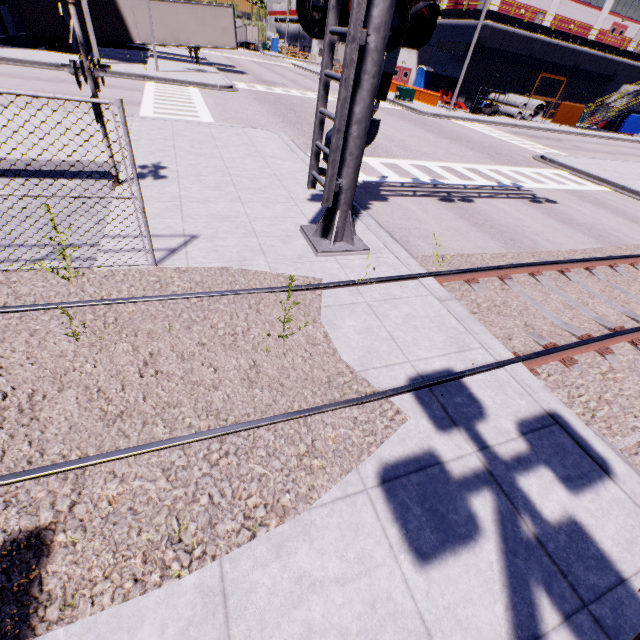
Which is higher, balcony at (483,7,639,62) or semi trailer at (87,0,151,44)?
balcony at (483,7,639,62)

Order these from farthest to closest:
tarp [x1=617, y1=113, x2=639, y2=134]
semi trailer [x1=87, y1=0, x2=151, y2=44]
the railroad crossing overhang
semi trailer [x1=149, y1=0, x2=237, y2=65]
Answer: tarp [x1=617, y1=113, x2=639, y2=134] → semi trailer [x1=149, y1=0, x2=237, y2=65] → semi trailer [x1=87, y1=0, x2=151, y2=44] → the railroad crossing overhang

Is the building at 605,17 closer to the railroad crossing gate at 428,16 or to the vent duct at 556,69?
the vent duct at 556,69

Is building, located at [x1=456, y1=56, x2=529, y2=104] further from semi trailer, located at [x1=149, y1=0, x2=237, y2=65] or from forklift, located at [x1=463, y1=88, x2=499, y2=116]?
forklift, located at [x1=463, y1=88, x2=499, y2=116]

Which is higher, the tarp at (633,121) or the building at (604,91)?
the building at (604,91)

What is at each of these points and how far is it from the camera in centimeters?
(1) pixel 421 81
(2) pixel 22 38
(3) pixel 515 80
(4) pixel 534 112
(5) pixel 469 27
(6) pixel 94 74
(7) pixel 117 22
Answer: (1) portable restroom, 4119cm
(2) building, 2408cm
(3) building, 3922cm
(4) concrete pipe, 3762cm
(5) building, 3581cm
(6) railroad crossing sign, 534cm
(7) semi trailer, 2475cm

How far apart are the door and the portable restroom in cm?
77

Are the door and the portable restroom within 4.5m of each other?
yes
